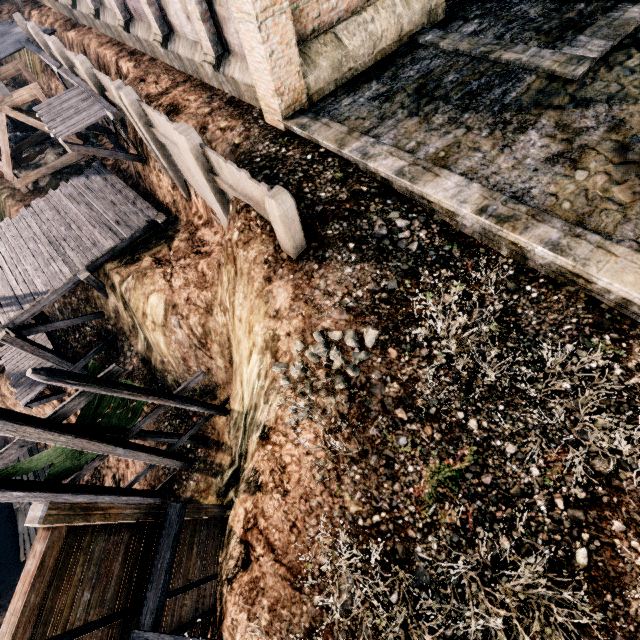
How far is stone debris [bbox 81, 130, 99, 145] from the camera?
22.21m

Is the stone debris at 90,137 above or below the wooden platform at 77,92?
below

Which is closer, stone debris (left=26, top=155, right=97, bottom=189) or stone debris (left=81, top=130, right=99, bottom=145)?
stone debris (left=26, top=155, right=97, bottom=189)

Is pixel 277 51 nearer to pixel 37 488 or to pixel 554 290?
pixel 554 290

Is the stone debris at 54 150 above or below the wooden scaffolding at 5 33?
below

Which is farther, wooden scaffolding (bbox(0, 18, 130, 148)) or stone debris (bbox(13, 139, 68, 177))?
stone debris (bbox(13, 139, 68, 177))

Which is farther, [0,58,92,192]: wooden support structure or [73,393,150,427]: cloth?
[0,58,92,192]: wooden support structure

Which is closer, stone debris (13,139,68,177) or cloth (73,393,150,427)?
cloth (73,393,150,427)
